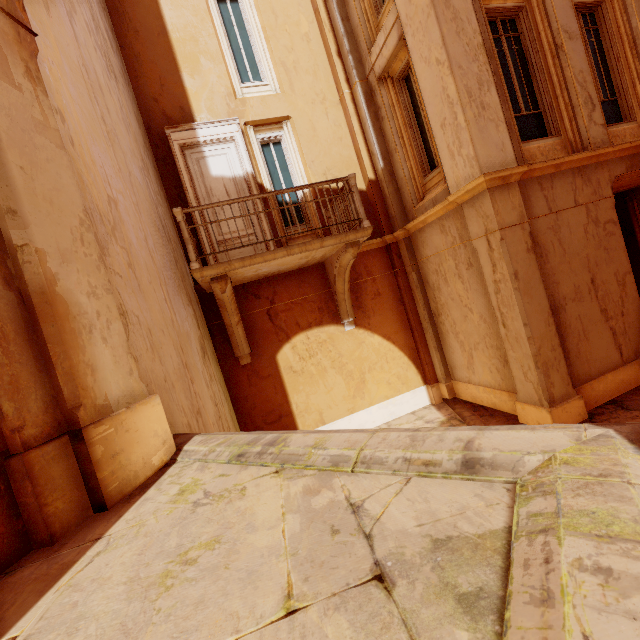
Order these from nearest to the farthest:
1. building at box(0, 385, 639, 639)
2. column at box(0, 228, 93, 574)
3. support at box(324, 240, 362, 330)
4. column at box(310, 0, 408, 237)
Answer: building at box(0, 385, 639, 639) → column at box(0, 228, 93, 574) → support at box(324, 240, 362, 330) → column at box(310, 0, 408, 237)

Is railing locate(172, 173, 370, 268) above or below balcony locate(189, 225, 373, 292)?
above

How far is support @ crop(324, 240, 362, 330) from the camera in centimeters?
662cm

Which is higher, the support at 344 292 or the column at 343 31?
the column at 343 31

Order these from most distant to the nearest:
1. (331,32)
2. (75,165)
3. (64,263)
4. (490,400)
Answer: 1. (331,32)
2. (490,400)
3. (75,165)
4. (64,263)

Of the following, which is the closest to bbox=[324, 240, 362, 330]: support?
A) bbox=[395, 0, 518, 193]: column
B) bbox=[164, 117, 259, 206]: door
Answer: bbox=[164, 117, 259, 206]: door

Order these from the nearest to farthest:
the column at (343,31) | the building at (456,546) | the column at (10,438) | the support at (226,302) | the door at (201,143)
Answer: the building at (456,546) < the column at (10,438) < the support at (226,302) < the door at (201,143) < the column at (343,31)

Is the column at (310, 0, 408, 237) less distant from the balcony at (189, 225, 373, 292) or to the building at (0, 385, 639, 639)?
the balcony at (189, 225, 373, 292)
